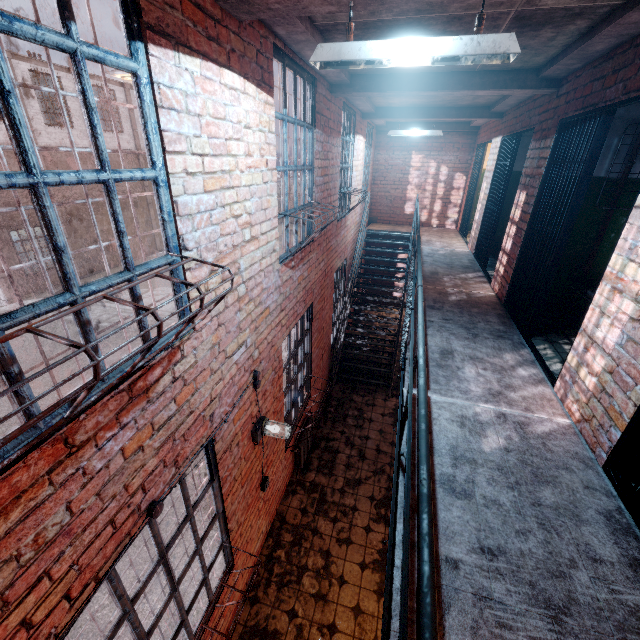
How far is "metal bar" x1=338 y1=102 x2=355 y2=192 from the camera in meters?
5.9

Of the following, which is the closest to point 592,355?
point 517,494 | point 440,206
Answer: point 517,494

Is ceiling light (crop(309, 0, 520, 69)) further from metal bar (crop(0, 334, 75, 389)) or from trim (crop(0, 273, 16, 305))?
trim (crop(0, 273, 16, 305))

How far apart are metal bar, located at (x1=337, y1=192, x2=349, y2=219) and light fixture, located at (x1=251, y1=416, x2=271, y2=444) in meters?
4.1

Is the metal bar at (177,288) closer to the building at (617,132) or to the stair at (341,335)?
the building at (617,132)

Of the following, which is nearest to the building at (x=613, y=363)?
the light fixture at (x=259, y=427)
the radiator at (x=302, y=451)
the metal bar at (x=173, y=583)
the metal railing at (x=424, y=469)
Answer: the metal bar at (x=173, y=583)

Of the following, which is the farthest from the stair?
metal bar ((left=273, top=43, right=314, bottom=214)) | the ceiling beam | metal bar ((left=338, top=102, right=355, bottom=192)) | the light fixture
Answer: the light fixture
